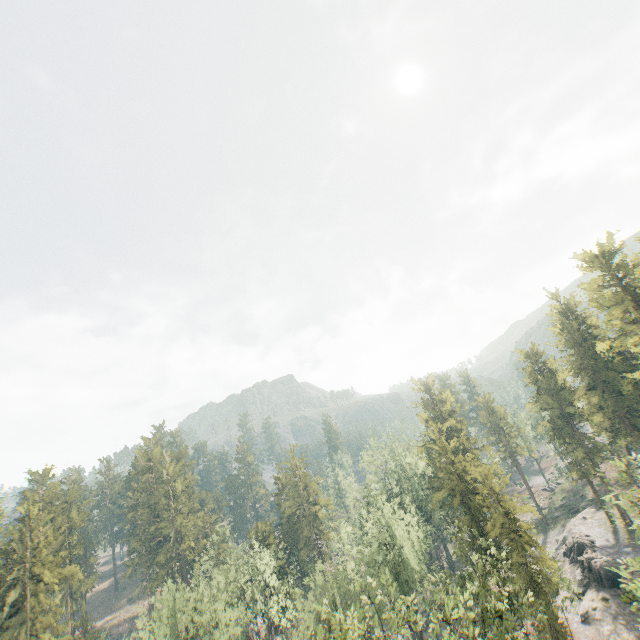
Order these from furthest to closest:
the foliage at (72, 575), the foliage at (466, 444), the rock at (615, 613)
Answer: the foliage at (72, 575), the rock at (615, 613), the foliage at (466, 444)

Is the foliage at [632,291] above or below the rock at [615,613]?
above

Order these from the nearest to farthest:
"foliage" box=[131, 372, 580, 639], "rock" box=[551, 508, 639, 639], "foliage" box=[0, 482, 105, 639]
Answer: "foliage" box=[131, 372, 580, 639] < "rock" box=[551, 508, 639, 639] < "foliage" box=[0, 482, 105, 639]

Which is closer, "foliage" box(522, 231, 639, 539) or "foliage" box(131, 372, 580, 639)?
"foliage" box(131, 372, 580, 639)

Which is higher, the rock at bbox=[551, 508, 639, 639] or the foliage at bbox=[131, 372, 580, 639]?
the foliage at bbox=[131, 372, 580, 639]

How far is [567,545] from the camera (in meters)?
50.41

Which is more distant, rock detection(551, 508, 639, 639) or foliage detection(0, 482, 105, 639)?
foliage detection(0, 482, 105, 639)
